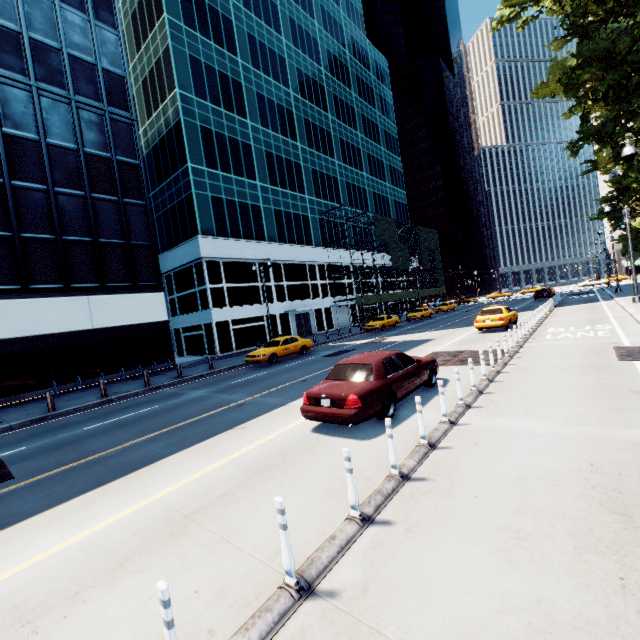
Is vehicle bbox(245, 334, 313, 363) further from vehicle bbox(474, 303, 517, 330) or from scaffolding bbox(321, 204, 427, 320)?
scaffolding bbox(321, 204, 427, 320)

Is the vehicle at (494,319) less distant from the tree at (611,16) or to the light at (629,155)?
the light at (629,155)

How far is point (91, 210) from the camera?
21.78m

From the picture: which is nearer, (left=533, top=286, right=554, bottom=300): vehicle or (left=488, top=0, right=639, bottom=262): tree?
(left=488, top=0, right=639, bottom=262): tree

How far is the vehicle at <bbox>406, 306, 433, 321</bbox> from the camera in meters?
38.8

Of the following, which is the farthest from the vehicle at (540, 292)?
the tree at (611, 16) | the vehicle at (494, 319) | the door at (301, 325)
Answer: the door at (301, 325)

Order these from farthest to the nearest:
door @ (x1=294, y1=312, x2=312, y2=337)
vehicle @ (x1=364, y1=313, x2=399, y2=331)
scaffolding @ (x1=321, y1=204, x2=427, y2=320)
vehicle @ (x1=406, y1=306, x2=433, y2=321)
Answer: scaffolding @ (x1=321, y1=204, x2=427, y2=320) < vehicle @ (x1=406, y1=306, x2=433, y2=321) < door @ (x1=294, y1=312, x2=312, y2=337) < vehicle @ (x1=364, y1=313, x2=399, y2=331)

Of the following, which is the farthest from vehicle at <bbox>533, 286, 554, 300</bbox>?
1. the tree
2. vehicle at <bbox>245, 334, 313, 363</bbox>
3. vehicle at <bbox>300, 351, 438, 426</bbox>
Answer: vehicle at <bbox>300, 351, 438, 426</bbox>
